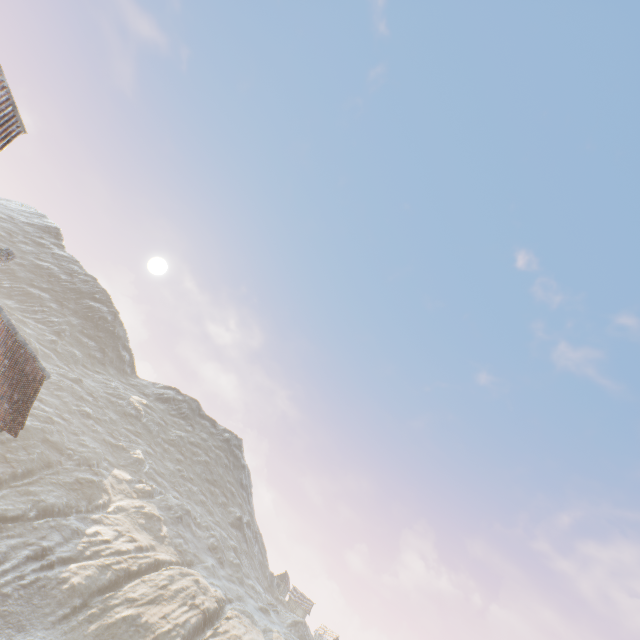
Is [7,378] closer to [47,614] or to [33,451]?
[47,614]
